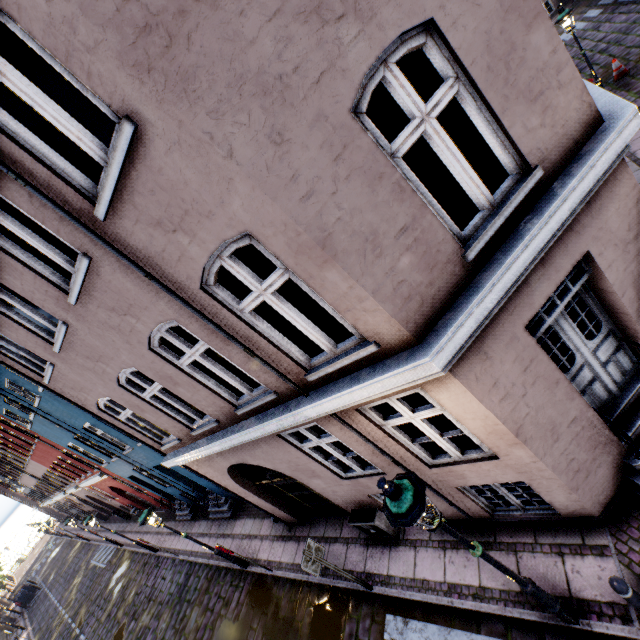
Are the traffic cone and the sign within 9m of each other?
no

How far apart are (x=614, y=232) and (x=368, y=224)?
3.2 meters

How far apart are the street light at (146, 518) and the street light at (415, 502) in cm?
853

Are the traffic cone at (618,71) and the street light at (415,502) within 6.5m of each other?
no

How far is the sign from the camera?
6.1 meters

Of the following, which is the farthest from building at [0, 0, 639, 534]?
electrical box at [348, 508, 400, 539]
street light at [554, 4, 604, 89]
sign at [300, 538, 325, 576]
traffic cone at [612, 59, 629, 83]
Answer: traffic cone at [612, 59, 629, 83]

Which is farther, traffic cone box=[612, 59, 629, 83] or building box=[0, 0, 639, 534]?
traffic cone box=[612, 59, 629, 83]

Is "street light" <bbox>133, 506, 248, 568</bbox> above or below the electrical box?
above
